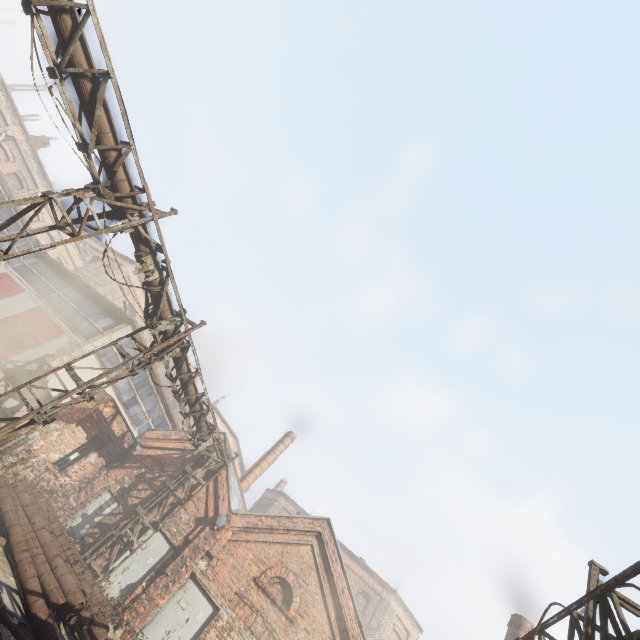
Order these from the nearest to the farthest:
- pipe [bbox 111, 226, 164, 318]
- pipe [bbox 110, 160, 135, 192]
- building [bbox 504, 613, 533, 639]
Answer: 1. pipe [bbox 110, 160, 135, 192]
2. pipe [bbox 111, 226, 164, 318]
3. building [bbox 504, 613, 533, 639]

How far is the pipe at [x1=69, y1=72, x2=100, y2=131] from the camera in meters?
6.8 m

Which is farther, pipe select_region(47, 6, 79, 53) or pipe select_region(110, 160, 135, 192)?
pipe select_region(110, 160, 135, 192)

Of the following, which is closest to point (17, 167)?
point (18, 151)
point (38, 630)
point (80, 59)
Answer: point (18, 151)

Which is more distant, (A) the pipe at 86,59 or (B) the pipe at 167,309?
(B) the pipe at 167,309

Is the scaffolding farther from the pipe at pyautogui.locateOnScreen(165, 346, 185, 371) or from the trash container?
the trash container

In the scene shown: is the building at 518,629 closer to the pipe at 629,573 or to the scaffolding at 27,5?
the pipe at 629,573
